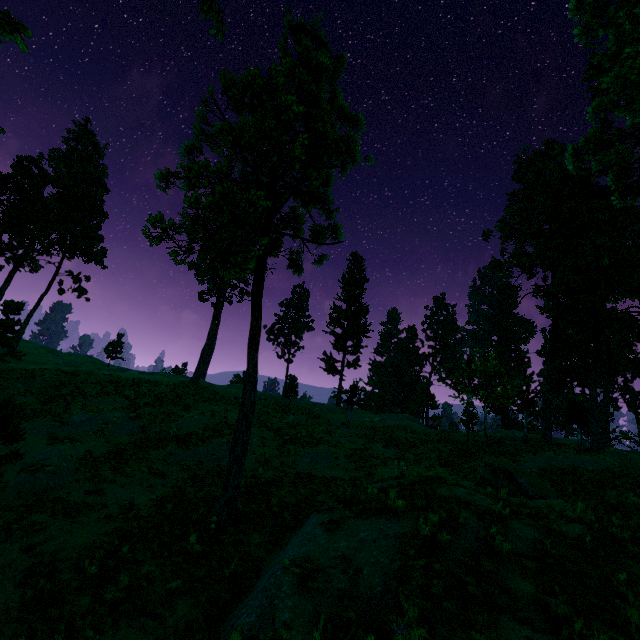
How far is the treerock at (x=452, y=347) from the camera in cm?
5791

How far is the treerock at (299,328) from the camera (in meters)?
36.97

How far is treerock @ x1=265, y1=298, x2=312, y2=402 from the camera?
37.0m

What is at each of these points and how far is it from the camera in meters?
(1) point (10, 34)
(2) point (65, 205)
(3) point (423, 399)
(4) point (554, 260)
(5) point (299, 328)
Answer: (1) treerock, 6.5 m
(2) treerock, 38.6 m
(3) treerock, 49.9 m
(4) treerock, 31.1 m
(5) treerock, 55.8 m

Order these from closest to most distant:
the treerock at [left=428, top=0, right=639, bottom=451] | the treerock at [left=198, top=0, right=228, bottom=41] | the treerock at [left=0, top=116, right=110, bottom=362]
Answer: the treerock at [left=198, top=0, right=228, bottom=41], the treerock at [left=428, top=0, right=639, bottom=451], the treerock at [left=0, top=116, right=110, bottom=362]

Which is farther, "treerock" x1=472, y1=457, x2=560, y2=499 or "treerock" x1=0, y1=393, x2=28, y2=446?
"treerock" x1=472, y1=457, x2=560, y2=499

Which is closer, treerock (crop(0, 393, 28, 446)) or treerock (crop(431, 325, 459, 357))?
treerock (crop(0, 393, 28, 446))
